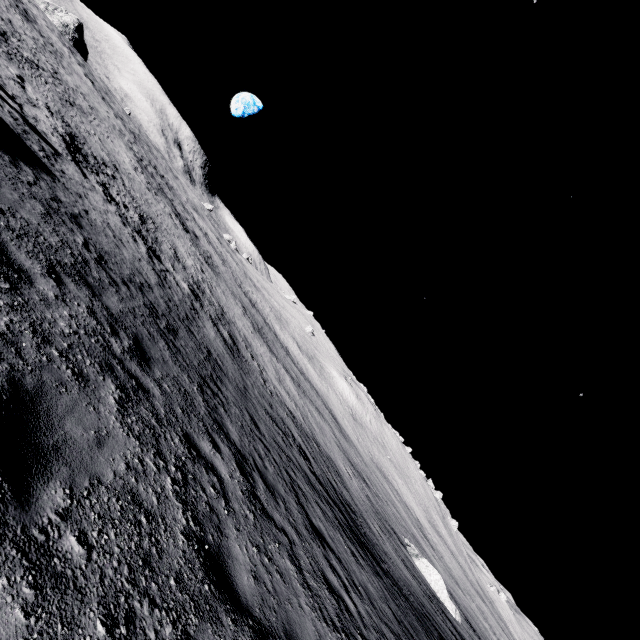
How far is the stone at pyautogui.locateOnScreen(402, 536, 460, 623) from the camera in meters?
25.4 m

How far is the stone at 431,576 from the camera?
25.4m

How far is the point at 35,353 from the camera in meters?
3.5 m
